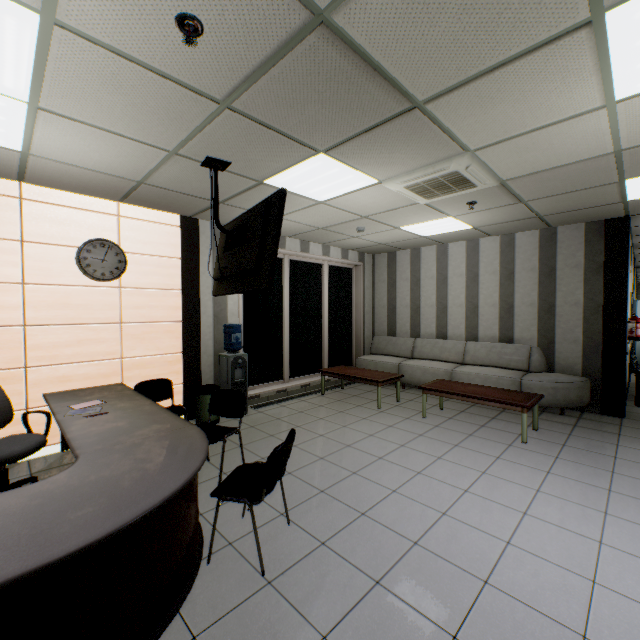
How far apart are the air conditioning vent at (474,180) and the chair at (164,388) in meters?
3.8 m

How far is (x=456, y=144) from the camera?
2.92m

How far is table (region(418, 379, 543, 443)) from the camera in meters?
4.3

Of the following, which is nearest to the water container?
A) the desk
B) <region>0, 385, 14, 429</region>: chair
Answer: the desk

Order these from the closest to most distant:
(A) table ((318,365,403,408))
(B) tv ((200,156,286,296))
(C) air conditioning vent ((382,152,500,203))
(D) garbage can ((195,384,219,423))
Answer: (B) tv ((200,156,286,296)) → (C) air conditioning vent ((382,152,500,203)) → (D) garbage can ((195,384,219,423)) → (A) table ((318,365,403,408))

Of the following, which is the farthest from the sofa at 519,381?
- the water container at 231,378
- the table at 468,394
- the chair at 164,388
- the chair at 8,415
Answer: the chair at 8,415

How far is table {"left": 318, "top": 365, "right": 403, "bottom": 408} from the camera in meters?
5.8 m

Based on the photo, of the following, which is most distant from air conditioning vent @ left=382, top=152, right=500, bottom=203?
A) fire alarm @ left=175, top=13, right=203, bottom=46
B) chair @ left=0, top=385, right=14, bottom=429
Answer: chair @ left=0, top=385, right=14, bottom=429
